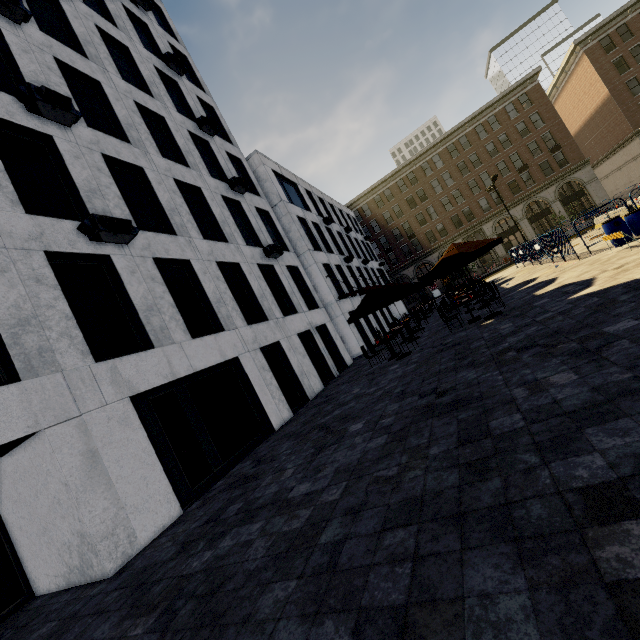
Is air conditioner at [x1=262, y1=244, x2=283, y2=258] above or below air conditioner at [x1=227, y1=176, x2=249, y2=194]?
below

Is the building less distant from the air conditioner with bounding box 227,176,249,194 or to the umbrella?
the air conditioner with bounding box 227,176,249,194

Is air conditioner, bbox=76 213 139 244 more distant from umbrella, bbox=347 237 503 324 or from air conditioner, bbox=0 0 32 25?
umbrella, bbox=347 237 503 324

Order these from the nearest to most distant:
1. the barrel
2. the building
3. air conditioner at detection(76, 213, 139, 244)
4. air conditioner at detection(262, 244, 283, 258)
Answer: air conditioner at detection(76, 213, 139, 244), the barrel, air conditioner at detection(262, 244, 283, 258), the building

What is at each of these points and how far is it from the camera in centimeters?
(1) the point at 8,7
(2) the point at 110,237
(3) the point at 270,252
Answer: (1) air conditioner, 929cm
(2) air conditioner, 855cm
(3) air conditioner, 1600cm

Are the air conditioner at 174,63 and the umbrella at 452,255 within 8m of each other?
no

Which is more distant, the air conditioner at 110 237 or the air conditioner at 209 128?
the air conditioner at 209 128

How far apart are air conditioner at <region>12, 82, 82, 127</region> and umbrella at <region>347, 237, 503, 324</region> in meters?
11.8
